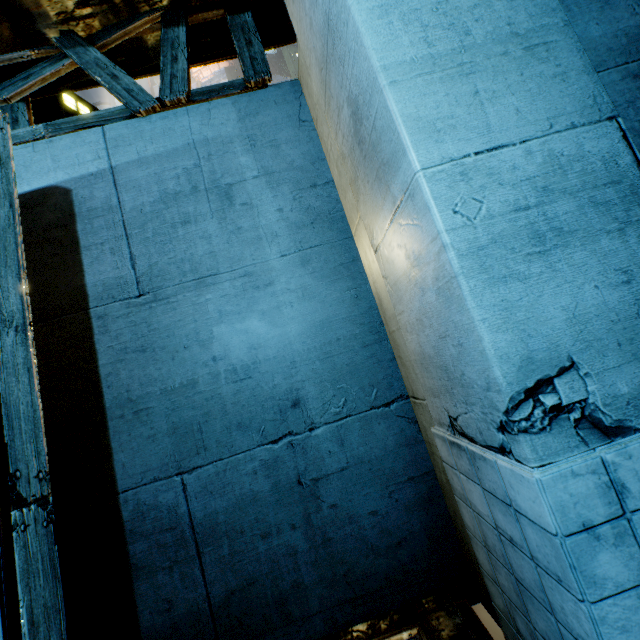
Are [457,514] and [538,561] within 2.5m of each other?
yes
